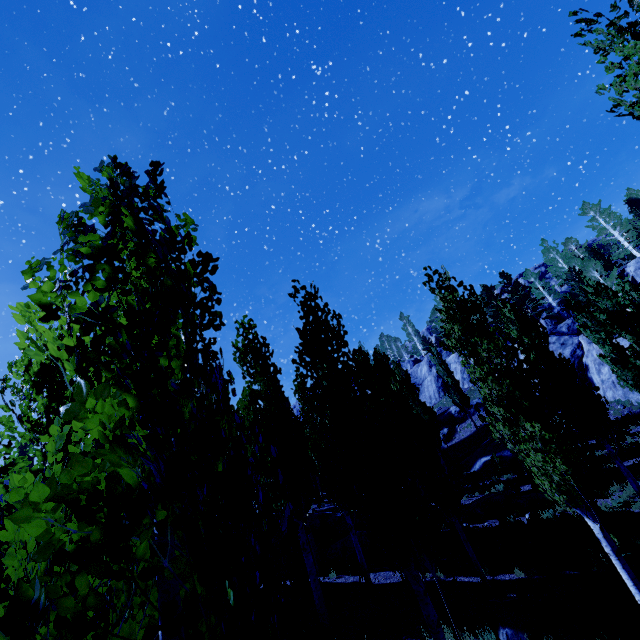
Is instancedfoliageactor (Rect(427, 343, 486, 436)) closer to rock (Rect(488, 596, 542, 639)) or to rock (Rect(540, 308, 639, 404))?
rock (Rect(540, 308, 639, 404))

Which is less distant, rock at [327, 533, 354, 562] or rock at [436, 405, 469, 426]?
rock at [327, 533, 354, 562]

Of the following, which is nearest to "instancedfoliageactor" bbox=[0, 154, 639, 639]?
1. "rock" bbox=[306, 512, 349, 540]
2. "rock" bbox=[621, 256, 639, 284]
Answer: "rock" bbox=[621, 256, 639, 284]

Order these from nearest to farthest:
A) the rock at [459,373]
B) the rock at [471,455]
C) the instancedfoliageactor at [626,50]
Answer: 1. the instancedfoliageactor at [626,50]
2. the rock at [471,455]
3. the rock at [459,373]

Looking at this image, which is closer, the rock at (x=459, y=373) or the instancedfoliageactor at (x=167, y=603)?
the instancedfoliageactor at (x=167, y=603)

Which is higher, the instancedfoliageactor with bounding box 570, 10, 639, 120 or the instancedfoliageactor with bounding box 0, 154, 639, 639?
the instancedfoliageactor with bounding box 570, 10, 639, 120

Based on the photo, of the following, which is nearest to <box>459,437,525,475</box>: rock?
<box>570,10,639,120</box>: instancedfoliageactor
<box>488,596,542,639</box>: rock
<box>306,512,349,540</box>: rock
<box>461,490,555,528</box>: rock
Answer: <box>570,10,639,120</box>: instancedfoliageactor

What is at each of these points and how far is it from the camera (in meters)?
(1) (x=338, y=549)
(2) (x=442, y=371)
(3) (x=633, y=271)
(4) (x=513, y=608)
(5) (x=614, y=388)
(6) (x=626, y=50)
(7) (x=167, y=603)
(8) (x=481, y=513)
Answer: (1) rock, 17.58
(2) instancedfoliageactor, 34.34
(3) rock, 33.28
(4) rock, 9.21
(5) rock, 25.70
(6) instancedfoliageactor, 6.13
(7) instancedfoliageactor, 0.93
(8) rock, 17.20
